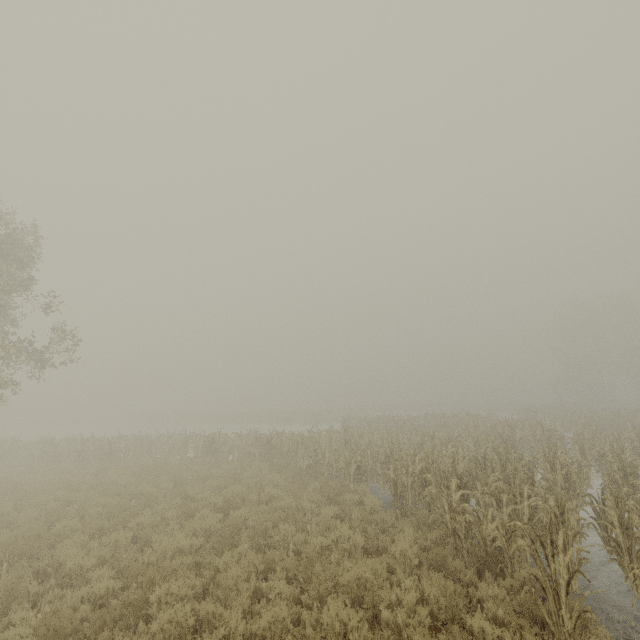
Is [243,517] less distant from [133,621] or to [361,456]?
[133,621]
